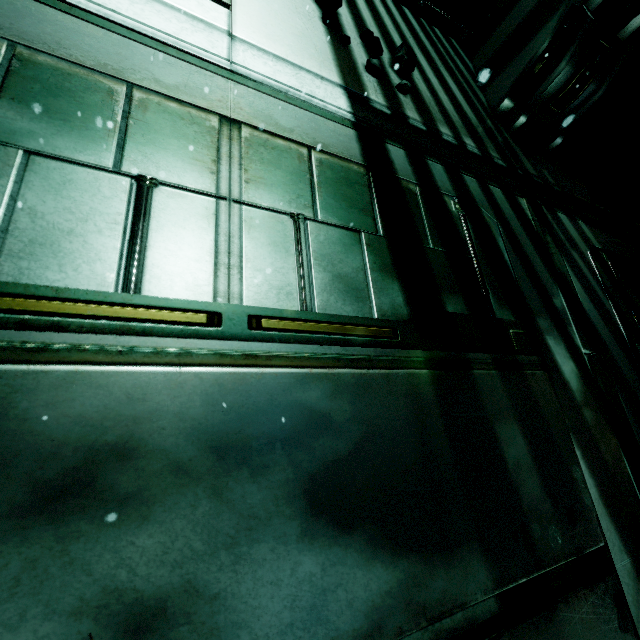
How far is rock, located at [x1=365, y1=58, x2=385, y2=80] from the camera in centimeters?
158cm

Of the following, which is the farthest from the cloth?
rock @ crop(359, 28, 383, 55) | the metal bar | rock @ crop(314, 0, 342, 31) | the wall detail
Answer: rock @ crop(314, 0, 342, 31)

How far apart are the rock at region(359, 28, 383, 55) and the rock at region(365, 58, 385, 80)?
0.1m

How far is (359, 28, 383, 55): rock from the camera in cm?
167

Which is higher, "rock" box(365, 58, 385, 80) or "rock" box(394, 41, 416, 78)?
"rock" box(394, 41, 416, 78)

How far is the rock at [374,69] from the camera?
1.6 meters

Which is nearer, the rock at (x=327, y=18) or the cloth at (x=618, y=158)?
the rock at (x=327, y=18)

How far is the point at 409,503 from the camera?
0.9m
